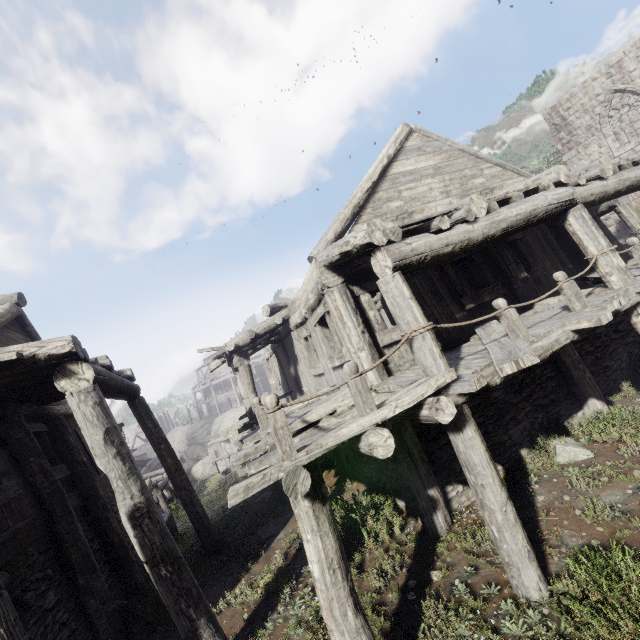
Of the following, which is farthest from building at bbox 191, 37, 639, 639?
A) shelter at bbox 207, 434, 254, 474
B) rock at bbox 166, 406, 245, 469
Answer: shelter at bbox 207, 434, 254, 474

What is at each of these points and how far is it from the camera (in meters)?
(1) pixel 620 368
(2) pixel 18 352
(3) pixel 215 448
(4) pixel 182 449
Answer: (1) building, 8.56
(2) building, 4.82
(3) shelter, 30.94
(4) rock, 46.91

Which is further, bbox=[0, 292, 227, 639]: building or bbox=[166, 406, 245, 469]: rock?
bbox=[166, 406, 245, 469]: rock

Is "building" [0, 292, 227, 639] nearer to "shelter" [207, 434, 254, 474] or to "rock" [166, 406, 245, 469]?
"rock" [166, 406, 245, 469]

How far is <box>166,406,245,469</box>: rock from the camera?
43.47m

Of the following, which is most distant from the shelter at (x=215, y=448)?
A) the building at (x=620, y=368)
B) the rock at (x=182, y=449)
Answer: the building at (x=620, y=368)

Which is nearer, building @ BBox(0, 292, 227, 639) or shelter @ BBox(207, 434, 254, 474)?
building @ BBox(0, 292, 227, 639)

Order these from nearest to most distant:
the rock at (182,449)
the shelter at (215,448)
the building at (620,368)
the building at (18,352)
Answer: the building at (620,368) < the building at (18,352) < the shelter at (215,448) < the rock at (182,449)
